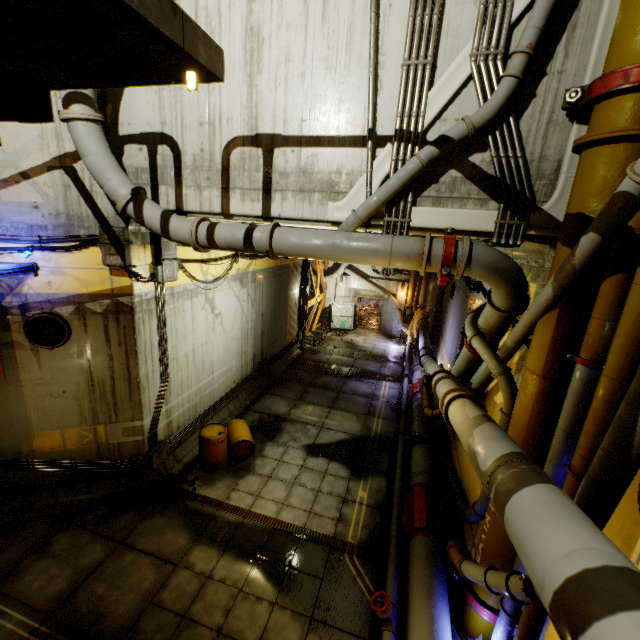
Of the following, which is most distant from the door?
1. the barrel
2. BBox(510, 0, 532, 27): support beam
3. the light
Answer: the light

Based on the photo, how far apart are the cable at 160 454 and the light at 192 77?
8.67m

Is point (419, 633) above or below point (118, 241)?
below

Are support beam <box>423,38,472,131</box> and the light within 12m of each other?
yes

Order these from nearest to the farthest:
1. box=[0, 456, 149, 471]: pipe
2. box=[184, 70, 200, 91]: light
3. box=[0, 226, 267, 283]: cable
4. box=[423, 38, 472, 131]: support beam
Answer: box=[184, 70, 200, 91]: light → box=[423, 38, 472, 131]: support beam → box=[0, 226, 267, 283]: cable → box=[0, 456, 149, 471]: pipe

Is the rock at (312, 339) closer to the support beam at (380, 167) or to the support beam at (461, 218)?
the support beam at (380, 167)

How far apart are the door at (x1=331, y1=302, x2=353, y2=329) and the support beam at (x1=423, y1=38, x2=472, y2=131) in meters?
19.0 m

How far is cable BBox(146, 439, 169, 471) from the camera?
8.48m
